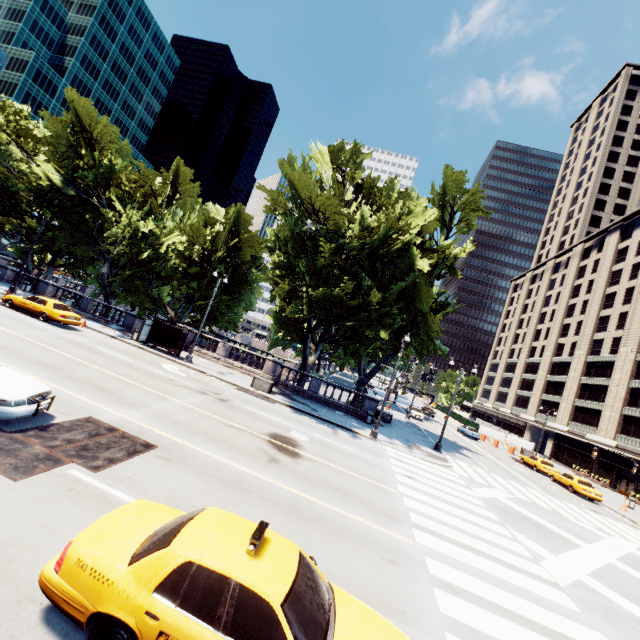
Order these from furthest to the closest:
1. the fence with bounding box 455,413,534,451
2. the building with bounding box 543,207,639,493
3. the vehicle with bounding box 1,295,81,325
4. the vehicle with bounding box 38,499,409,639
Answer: the fence with bounding box 455,413,534,451, the building with bounding box 543,207,639,493, the vehicle with bounding box 1,295,81,325, the vehicle with bounding box 38,499,409,639

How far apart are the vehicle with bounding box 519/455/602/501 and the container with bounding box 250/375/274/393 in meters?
28.3

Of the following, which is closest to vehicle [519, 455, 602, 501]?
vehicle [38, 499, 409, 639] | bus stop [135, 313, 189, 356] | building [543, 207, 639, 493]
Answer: building [543, 207, 639, 493]

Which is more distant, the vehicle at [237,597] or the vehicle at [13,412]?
the vehicle at [13,412]

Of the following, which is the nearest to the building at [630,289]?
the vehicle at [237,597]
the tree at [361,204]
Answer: the tree at [361,204]

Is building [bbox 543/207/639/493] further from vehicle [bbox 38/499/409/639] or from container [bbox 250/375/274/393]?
vehicle [bbox 38/499/409/639]

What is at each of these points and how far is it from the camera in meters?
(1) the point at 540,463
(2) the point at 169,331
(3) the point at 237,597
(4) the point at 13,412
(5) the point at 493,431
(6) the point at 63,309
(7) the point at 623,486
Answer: (1) vehicle, 34.7 m
(2) bus stop, 26.2 m
(3) vehicle, 3.8 m
(4) vehicle, 7.8 m
(5) fence, 48.3 m
(6) vehicle, 22.5 m
(7) door, 40.2 m

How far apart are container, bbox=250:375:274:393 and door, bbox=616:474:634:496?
46.2m
